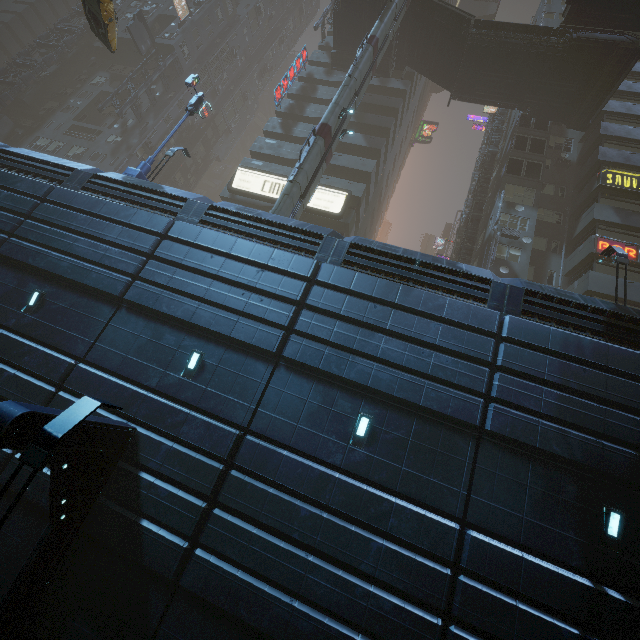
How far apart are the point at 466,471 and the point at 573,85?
32.3m

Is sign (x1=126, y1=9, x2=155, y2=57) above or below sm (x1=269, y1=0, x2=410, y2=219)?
above

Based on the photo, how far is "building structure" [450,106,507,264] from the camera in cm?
2583

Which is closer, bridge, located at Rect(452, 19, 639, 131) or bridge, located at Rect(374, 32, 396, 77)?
bridge, located at Rect(452, 19, 639, 131)

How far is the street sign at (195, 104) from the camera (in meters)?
15.34

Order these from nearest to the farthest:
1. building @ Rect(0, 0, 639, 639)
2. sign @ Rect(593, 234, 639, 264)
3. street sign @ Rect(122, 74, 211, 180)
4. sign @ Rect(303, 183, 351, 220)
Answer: building @ Rect(0, 0, 639, 639) < street sign @ Rect(122, 74, 211, 180) < sign @ Rect(593, 234, 639, 264) < sign @ Rect(303, 183, 351, 220)

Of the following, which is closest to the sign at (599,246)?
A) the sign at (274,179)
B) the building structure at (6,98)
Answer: the sign at (274,179)

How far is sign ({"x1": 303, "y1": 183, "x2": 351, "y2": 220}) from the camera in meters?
26.2 m
